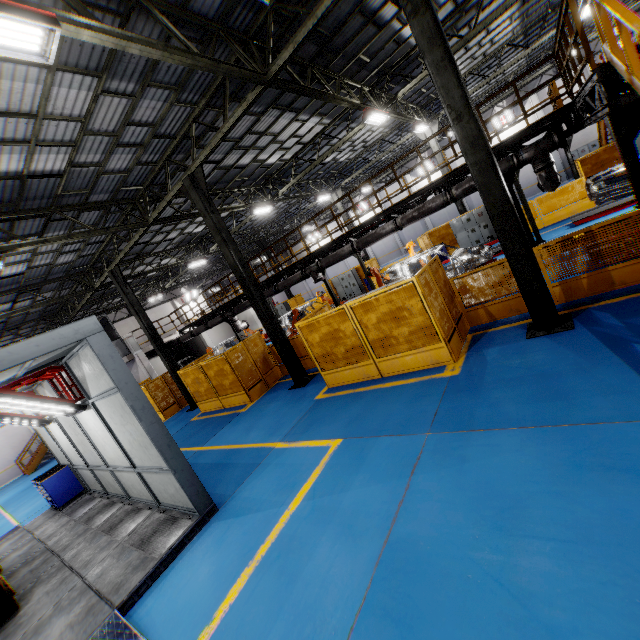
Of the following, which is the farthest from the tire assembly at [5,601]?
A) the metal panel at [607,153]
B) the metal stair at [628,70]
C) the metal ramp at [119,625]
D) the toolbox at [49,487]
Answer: the metal stair at [628,70]

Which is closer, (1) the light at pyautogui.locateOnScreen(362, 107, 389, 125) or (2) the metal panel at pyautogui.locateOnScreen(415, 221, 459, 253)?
(1) the light at pyautogui.locateOnScreen(362, 107, 389, 125)

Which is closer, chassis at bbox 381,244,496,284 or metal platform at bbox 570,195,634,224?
metal platform at bbox 570,195,634,224

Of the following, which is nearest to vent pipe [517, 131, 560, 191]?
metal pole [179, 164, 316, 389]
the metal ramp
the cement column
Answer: the cement column

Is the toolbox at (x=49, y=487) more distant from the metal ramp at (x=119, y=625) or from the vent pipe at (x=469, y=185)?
the vent pipe at (x=469, y=185)

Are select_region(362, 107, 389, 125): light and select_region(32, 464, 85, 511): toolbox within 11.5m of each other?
no

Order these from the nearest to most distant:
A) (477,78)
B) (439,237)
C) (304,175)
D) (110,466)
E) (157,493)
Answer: (157,493) < (110,466) < (304,175) < (477,78) < (439,237)

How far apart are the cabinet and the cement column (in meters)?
21.17
